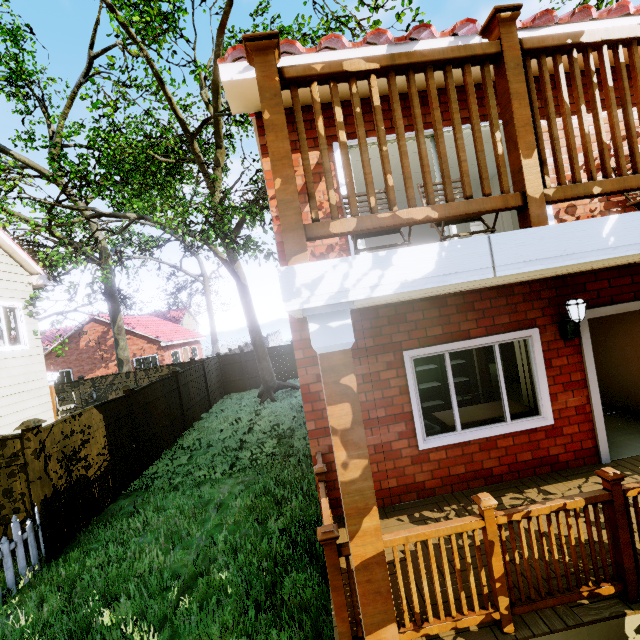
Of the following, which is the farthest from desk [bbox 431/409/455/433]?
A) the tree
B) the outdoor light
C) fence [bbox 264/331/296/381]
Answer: the tree

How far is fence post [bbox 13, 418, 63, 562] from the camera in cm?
576

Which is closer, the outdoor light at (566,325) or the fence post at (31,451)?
the outdoor light at (566,325)

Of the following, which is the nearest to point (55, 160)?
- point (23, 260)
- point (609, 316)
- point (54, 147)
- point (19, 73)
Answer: point (54, 147)

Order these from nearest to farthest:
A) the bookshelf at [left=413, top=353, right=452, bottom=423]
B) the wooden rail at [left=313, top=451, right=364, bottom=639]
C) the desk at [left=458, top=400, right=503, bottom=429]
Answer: the wooden rail at [left=313, top=451, right=364, bottom=639] < the desk at [left=458, top=400, right=503, bottom=429] < the bookshelf at [left=413, top=353, right=452, bottom=423]

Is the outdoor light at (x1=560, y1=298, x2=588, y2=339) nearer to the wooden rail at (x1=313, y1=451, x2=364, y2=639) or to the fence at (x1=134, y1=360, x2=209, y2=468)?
the wooden rail at (x1=313, y1=451, x2=364, y2=639)

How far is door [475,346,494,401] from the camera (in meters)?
7.39

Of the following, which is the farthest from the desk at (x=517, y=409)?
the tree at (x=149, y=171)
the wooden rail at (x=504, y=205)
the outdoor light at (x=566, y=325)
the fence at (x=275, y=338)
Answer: the tree at (x=149, y=171)
